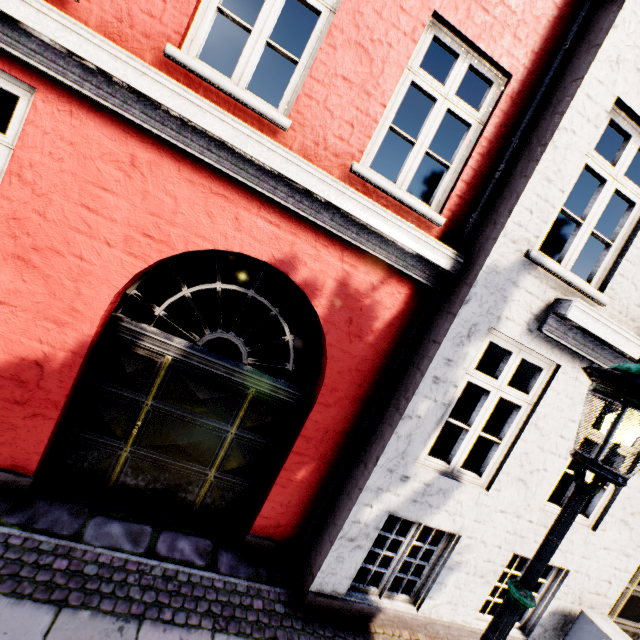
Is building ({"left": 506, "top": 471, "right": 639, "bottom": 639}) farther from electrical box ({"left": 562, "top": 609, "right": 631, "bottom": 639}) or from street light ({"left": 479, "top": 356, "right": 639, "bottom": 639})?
electrical box ({"left": 562, "top": 609, "right": 631, "bottom": 639})

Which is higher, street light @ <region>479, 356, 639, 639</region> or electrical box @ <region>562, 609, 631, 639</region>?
street light @ <region>479, 356, 639, 639</region>

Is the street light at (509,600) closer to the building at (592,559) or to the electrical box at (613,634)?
the electrical box at (613,634)

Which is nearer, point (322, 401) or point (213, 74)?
point (213, 74)

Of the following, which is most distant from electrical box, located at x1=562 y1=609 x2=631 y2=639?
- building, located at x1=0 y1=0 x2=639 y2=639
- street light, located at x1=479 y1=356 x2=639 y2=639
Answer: building, located at x1=0 y1=0 x2=639 y2=639

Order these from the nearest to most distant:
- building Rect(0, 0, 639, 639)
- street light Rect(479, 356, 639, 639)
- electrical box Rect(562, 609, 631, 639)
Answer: street light Rect(479, 356, 639, 639), building Rect(0, 0, 639, 639), electrical box Rect(562, 609, 631, 639)

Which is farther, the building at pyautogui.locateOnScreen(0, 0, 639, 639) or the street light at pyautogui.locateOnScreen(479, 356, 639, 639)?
the building at pyautogui.locateOnScreen(0, 0, 639, 639)
